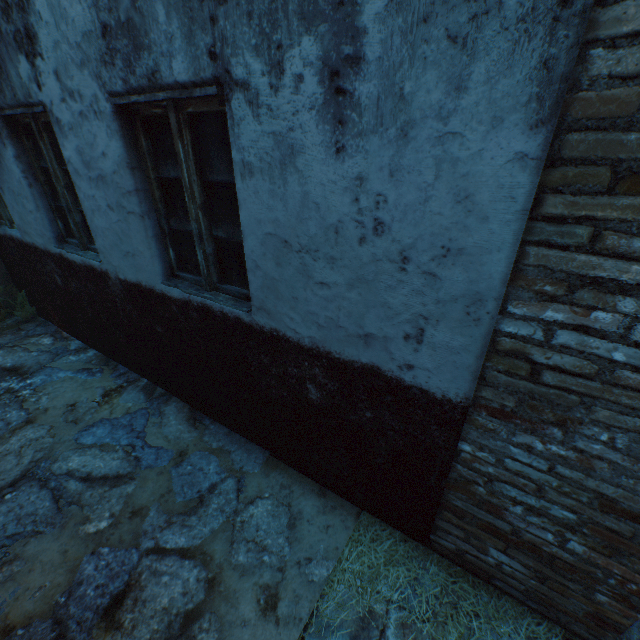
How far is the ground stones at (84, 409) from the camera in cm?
334

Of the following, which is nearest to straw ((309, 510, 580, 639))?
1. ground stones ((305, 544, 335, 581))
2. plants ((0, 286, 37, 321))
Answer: ground stones ((305, 544, 335, 581))

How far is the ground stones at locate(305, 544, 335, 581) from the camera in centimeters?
215cm

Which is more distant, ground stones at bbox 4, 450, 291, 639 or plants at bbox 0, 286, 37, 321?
plants at bbox 0, 286, 37, 321

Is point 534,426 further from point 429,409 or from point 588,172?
point 588,172

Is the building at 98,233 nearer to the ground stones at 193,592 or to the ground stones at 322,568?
the ground stones at 193,592

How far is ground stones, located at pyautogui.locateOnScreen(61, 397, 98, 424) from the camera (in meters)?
3.34

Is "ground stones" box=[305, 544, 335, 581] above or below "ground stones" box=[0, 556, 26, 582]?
above
